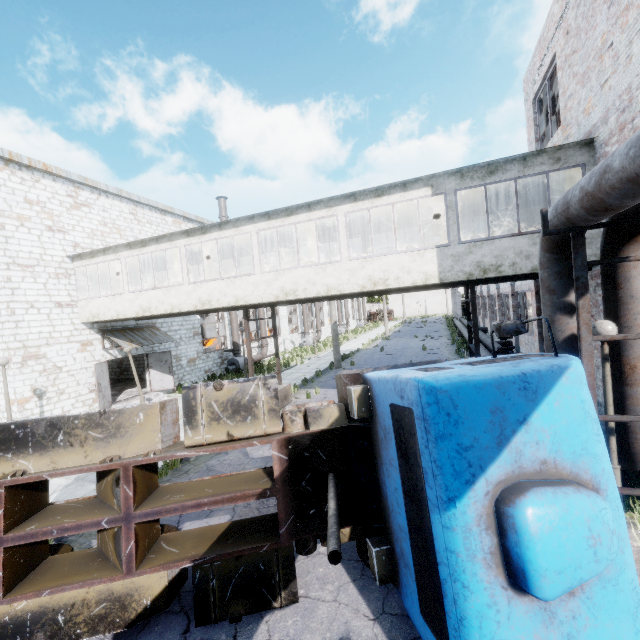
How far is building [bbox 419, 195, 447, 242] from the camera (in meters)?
12.29

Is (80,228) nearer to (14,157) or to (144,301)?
(14,157)

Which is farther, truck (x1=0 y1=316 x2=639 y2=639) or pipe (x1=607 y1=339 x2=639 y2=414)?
pipe (x1=607 y1=339 x2=639 y2=414)

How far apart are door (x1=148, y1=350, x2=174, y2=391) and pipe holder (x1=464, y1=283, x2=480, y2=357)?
15.0 meters

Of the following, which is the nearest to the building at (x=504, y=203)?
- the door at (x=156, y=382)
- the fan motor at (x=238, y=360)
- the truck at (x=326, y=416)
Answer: the door at (x=156, y=382)

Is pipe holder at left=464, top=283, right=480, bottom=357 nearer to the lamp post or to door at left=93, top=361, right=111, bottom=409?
the lamp post

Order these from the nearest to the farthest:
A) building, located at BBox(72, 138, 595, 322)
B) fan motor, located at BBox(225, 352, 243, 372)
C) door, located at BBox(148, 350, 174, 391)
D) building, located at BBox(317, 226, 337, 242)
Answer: building, located at BBox(72, 138, 595, 322)
building, located at BBox(317, 226, 337, 242)
door, located at BBox(148, 350, 174, 391)
fan motor, located at BBox(225, 352, 243, 372)

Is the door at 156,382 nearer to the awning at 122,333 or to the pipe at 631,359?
the awning at 122,333
